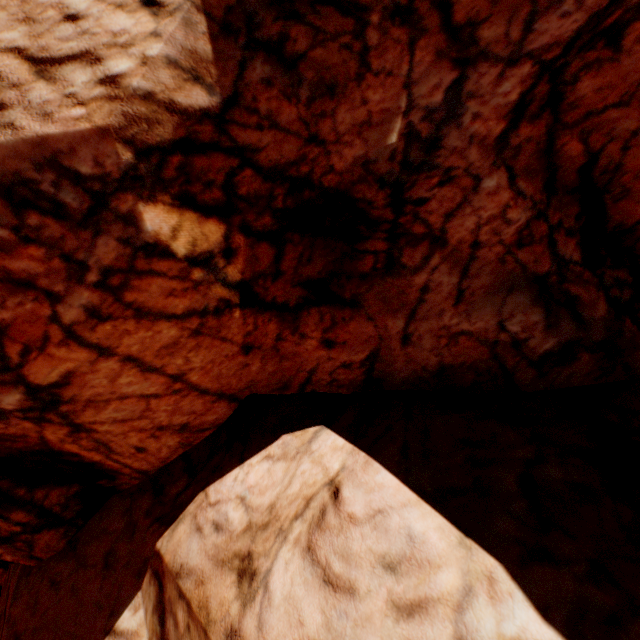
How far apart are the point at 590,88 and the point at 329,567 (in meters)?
6.05
